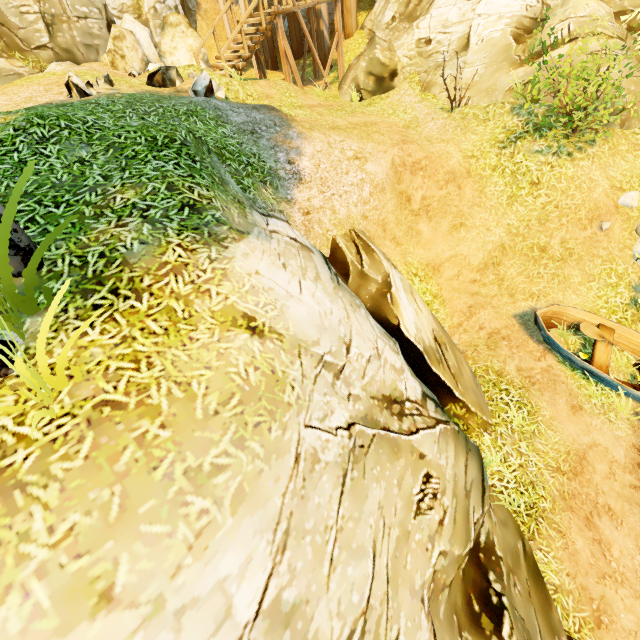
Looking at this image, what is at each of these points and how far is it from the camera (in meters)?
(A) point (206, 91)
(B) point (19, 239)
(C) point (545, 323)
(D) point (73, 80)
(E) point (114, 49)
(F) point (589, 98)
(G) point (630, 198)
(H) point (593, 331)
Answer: (A) rock, 8.70
(B) tree, 3.17
(C) boat, 7.56
(D) rock, 6.39
(E) rock, 12.68
(F) bush, 7.07
(G) rock, 7.85
(H) oar, 7.27

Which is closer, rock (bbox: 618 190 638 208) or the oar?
the oar

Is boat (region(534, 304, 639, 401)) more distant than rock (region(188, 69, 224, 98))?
No

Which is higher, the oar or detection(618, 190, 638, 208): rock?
detection(618, 190, 638, 208): rock

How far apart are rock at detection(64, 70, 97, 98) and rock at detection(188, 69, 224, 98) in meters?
2.5 m

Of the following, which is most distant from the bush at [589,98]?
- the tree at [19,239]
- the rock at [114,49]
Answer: the rock at [114,49]

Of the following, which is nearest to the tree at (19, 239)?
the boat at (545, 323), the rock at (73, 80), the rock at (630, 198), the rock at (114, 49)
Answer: the rock at (73, 80)

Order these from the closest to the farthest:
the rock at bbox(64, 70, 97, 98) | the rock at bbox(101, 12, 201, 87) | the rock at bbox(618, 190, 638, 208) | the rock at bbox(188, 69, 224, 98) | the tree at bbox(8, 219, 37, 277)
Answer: the tree at bbox(8, 219, 37, 277)
the rock at bbox(64, 70, 97, 98)
the rock at bbox(618, 190, 638, 208)
the rock at bbox(188, 69, 224, 98)
the rock at bbox(101, 12, 201, 87)
